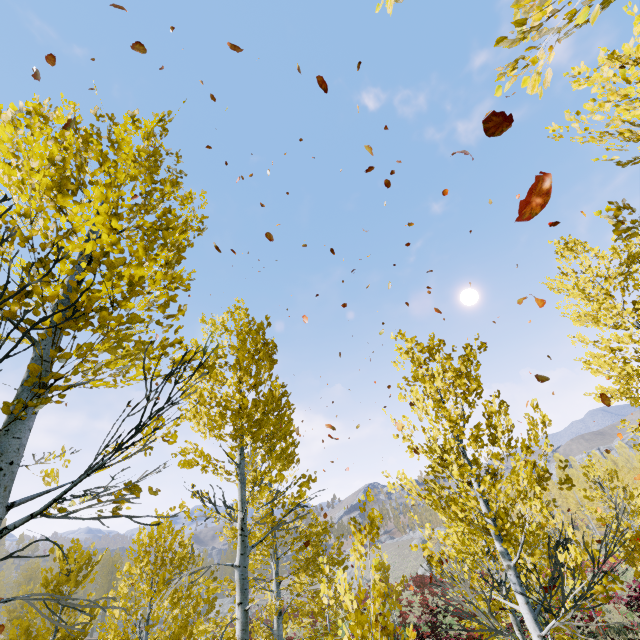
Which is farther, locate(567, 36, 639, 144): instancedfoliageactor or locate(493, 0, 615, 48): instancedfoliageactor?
locate(567, 36, 639, 144): instancedfoliageactor

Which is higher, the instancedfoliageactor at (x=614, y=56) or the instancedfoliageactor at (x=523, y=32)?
the instancedfoliageactor at (x=614, y=56)

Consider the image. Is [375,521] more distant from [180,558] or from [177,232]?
[180,558]

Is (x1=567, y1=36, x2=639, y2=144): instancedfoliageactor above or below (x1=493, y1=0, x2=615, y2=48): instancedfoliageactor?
above

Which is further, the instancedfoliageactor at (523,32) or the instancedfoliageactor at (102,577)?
the instancedfoliageactor at (102,577)
